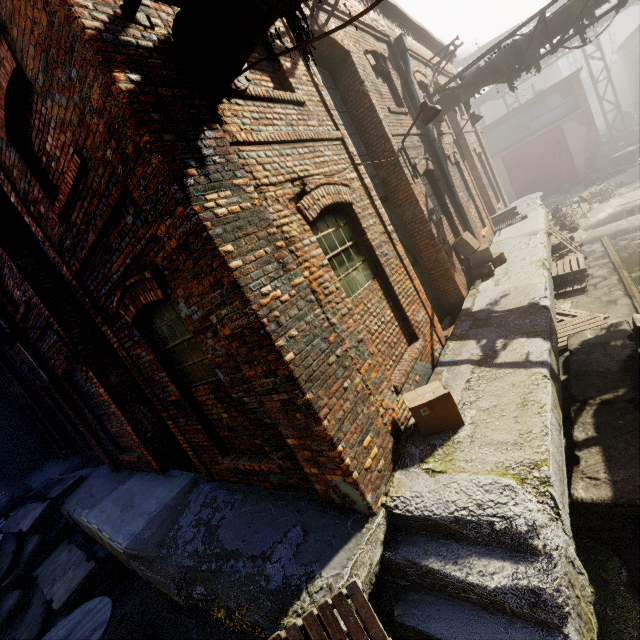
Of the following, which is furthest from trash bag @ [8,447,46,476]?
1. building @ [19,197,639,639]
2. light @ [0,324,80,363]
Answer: light @ [0,324,80,363]

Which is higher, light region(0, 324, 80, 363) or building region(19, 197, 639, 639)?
light region(0, 324, 80, 363)

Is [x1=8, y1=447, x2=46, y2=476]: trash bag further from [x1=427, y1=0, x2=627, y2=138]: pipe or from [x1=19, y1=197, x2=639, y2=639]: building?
[x1=427, y1=0, x2=627, y2=138]: pipe

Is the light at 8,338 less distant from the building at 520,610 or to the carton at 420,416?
the building at 520,610

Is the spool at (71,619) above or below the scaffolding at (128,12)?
below

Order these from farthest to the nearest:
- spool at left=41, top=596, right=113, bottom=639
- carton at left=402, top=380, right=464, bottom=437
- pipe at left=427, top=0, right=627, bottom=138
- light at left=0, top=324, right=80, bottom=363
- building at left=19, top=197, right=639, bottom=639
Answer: pipe at left=427, top=0, right=627, bottom=138 → light at left=0, top=324, right=80, bottom=363 → spool at left=41, top=596, right=113, bottom=639 → carton at left=402, top=380, right=464, bottom=437 → building at left=19, top=197, right=639, bottom=639

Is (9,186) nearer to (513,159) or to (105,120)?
(105,120)

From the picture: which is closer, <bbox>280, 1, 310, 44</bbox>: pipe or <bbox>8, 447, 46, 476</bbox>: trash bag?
<bbox>280, 1, 310, 44</bbox>: pipe
